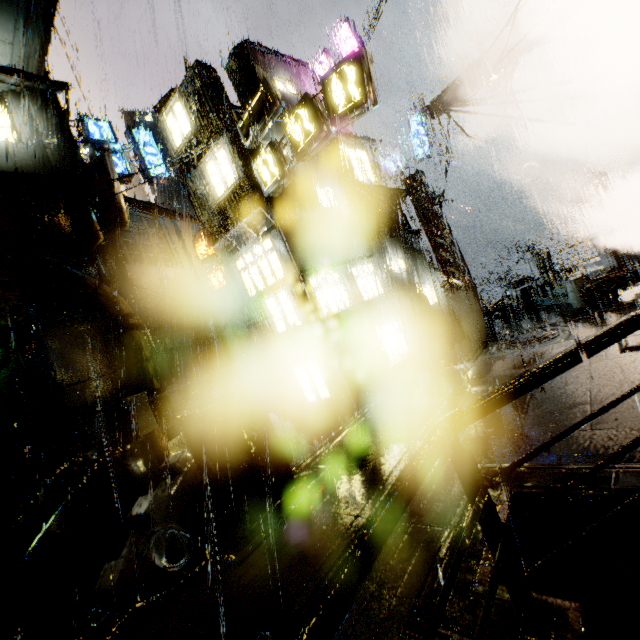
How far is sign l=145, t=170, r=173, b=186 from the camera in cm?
2129

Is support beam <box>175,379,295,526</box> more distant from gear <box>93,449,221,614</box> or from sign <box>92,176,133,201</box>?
sign <box>92,176,133,201</box>

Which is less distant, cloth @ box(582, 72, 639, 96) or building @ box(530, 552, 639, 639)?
building @ box(530, 552, 639, 639)

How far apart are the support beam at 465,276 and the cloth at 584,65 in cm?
670

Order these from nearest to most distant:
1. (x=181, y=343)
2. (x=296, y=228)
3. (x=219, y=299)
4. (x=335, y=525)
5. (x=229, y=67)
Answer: (x=335, y=525), (x=296, y=228), (x=229, y=67), (x=181, y=343), (x=219, y=299)

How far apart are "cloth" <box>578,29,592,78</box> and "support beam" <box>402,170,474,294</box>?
6.7 meters

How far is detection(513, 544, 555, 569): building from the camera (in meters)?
3.02

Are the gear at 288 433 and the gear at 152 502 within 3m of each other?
yes
